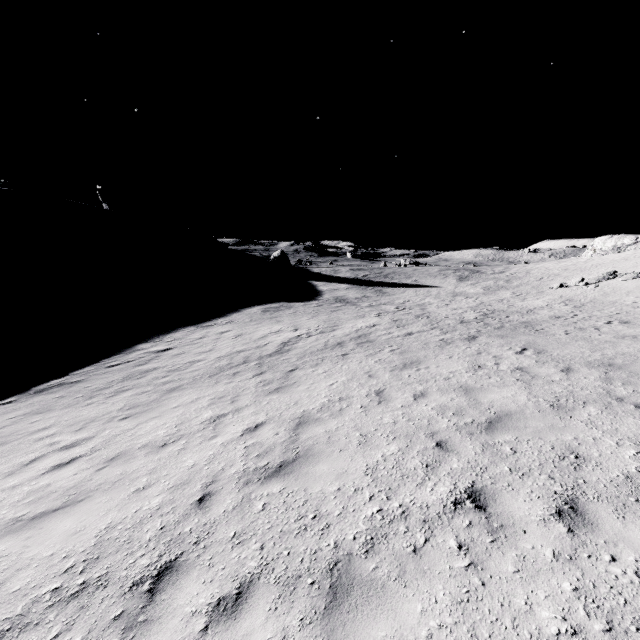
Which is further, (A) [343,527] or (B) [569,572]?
(A) [343,527]
